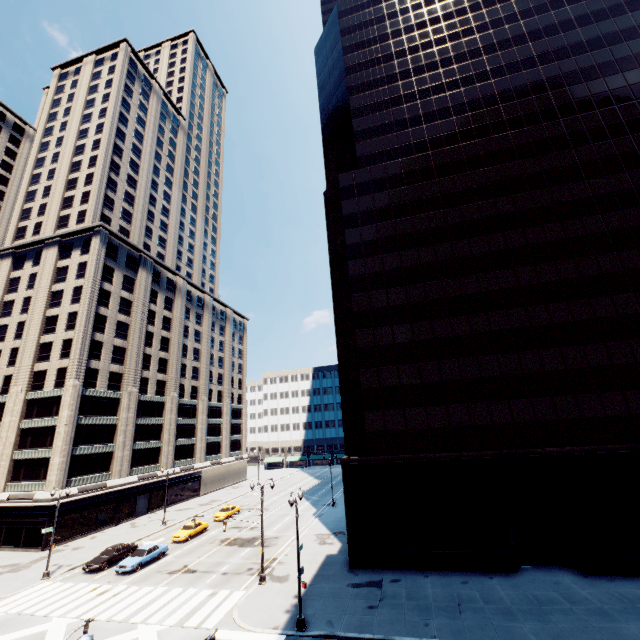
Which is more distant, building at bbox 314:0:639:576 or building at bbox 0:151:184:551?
building at bbox 0:151:184:551

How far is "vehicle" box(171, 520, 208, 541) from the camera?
36.8m

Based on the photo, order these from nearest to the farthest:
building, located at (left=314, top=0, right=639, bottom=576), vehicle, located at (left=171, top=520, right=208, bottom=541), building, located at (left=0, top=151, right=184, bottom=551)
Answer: building, located at (left=314, top=0, right=639, bottom=576) < vehicle, located at (left=171, top=520, right=208, bottom=541) < building, located at (left=0, top=151, right=184, bottom=551)

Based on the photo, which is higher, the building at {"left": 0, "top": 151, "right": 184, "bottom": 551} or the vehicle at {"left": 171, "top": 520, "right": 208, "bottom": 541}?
the building at {"left": 0, "top": 151, "right": 184, "bottom": 551}

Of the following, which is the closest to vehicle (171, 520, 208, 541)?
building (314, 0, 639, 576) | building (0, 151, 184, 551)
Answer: building (0, 151, 184, 551)

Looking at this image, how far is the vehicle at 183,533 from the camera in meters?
36.8

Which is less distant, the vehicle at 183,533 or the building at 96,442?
the vehicle at 183,533

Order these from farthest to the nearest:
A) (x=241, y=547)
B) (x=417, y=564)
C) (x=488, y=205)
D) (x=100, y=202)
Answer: (x=100, y=202) → (x=241, y=547) → (x=488, y=205) → (x=417, y=564)
